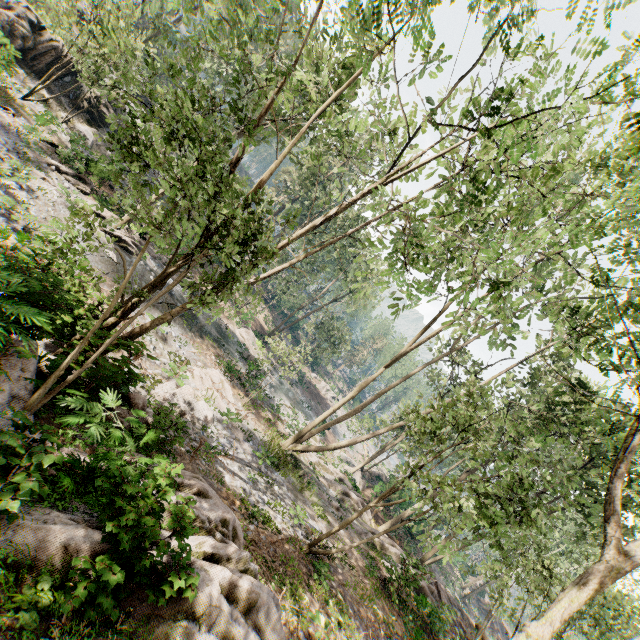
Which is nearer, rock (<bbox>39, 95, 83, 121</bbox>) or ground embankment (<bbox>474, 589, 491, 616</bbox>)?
rock (<bbox>39, 95, 83, 121</bbox>)

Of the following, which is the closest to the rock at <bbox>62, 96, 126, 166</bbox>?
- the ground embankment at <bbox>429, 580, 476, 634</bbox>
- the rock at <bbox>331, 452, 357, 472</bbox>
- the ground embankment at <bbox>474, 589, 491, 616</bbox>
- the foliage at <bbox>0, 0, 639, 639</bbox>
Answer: the foliage at <bbox>0, 0, 639, 639</bbox>

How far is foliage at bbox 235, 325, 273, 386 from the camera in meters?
20.5

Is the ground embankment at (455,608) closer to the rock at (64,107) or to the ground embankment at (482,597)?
the ground embankment at (482,597)

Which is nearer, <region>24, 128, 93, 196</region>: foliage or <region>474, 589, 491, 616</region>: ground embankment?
<region>24, 128, 93, 196</region>: foliage

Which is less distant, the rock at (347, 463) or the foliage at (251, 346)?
the foliage at (251, 346)

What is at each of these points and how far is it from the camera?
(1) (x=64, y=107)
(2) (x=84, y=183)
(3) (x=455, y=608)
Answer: (1) rock, 24.3 meters
(2) foliage, 21.0 meters
(3) ground embankment, 22.3 meters
